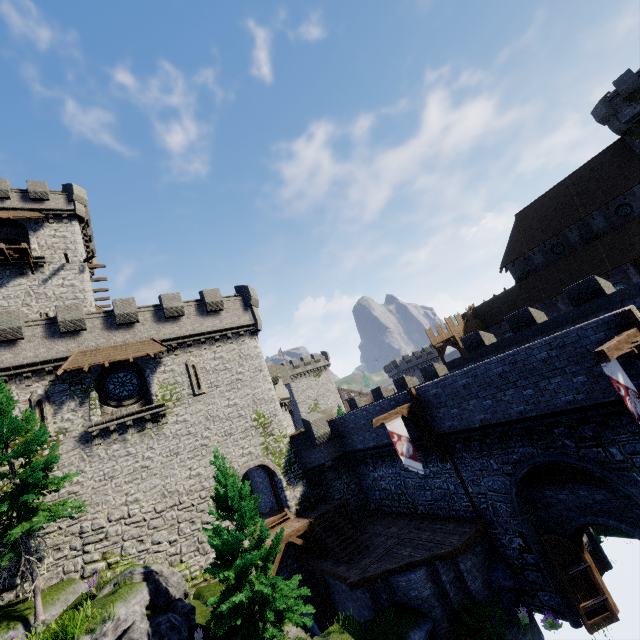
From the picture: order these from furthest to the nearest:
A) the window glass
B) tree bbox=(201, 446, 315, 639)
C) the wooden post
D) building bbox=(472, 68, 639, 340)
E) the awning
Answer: building bbox=(472, 68, 639, 340) → the window glass → the awning → tree bbox=(201, 446, 315, 639) → the wooden post

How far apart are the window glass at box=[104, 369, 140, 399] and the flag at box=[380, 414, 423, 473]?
16.06m

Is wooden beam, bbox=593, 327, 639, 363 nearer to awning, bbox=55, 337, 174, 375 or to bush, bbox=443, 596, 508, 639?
bush, bbox=443, 596, 508, 639

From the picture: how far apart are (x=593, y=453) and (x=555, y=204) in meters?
33.9 m

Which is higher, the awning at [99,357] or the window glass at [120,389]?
the awning at [99,357]

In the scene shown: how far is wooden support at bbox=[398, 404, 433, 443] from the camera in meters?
16.8

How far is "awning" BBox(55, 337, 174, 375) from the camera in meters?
19.1 m

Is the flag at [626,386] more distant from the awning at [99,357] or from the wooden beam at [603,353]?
the awning at [99,357]
